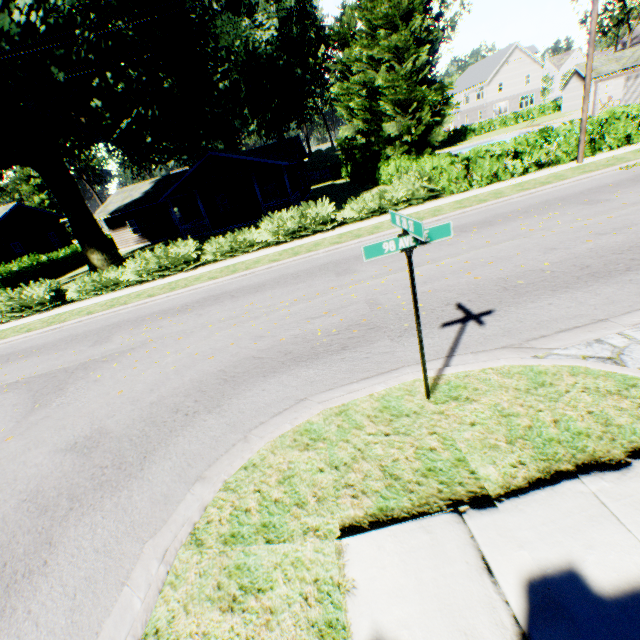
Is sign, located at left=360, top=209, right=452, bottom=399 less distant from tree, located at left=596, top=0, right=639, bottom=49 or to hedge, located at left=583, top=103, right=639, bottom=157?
hedge, located at left=583, top=103, right=639, bottom=157

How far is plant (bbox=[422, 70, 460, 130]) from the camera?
40.7m

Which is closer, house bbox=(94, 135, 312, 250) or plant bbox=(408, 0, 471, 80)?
house bbox=(94, 135, 312, 250)

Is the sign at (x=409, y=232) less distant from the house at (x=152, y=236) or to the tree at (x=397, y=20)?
the house at (x=152, y=236)

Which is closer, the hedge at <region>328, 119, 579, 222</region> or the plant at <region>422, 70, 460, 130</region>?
the hedge at <region>328, 119, 579, 222</region>

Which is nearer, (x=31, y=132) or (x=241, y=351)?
(x=241, y=351)

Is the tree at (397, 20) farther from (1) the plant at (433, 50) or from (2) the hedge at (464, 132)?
(2) the hedge at (464, 132)
